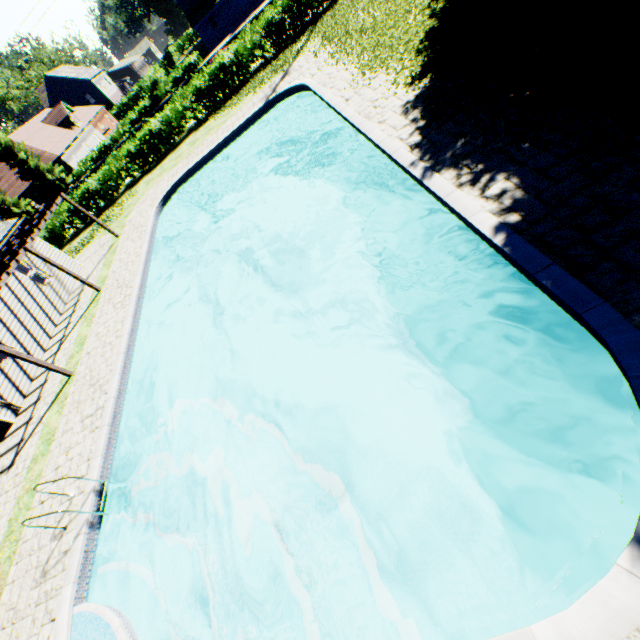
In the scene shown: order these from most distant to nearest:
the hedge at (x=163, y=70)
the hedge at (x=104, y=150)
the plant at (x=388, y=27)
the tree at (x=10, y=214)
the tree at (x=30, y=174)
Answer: the tree at (x=10, y=214)
the hedge at (x=104, y=150)
the tree at (x=30, y=174)
the hedge at (x=163, y=70)
the plant at (x=388, y=27)

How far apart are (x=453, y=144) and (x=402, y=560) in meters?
8.1

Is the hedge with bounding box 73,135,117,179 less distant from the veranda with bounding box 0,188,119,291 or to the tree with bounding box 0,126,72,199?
the tree with bounding box 0,126,72,199

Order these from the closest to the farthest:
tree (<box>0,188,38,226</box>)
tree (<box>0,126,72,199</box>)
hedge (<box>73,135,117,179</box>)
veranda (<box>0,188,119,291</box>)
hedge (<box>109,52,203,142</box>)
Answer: veranda (<box>0,188,119,291</box>) < hedge (<box>109,52,203,142</box>) < tree (<box>0,126,72,199</box>) < hedge (<box>73,135,117,179</box>) < tree (<box>0,188,38,226</box>)

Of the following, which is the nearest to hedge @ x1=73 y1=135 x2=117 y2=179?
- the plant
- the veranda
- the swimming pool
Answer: the plant

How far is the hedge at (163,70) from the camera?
33.3m

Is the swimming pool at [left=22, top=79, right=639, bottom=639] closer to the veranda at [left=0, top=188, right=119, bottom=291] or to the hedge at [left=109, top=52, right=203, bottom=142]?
the veranda at [left=0, top=188, right=119, bottom=291]

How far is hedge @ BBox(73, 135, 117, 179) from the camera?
35.8m
